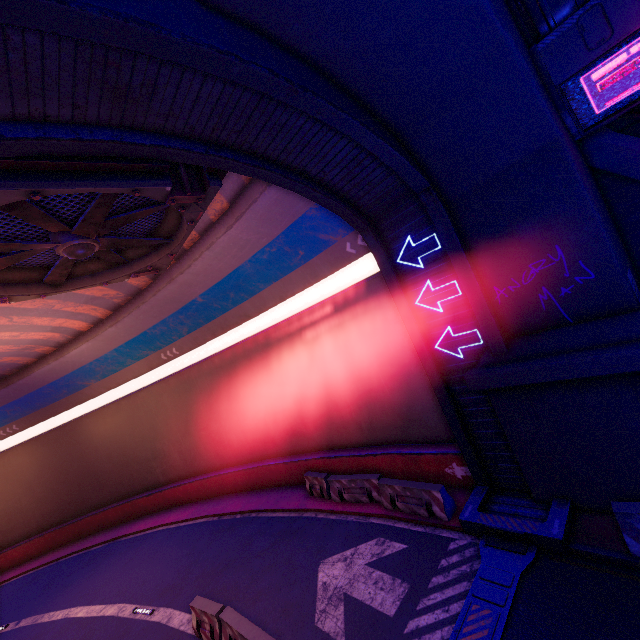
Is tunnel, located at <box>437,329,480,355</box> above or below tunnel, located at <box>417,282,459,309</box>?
below

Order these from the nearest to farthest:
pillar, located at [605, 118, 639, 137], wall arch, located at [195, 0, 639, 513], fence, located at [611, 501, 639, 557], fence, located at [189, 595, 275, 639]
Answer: wall arch, located at [195, 0, 639, 513] < fence, located at [611, 501, 639, 557] < fence, located at [189, 595, 275, 639] < pillar, located at [605, 118, 639, 137]

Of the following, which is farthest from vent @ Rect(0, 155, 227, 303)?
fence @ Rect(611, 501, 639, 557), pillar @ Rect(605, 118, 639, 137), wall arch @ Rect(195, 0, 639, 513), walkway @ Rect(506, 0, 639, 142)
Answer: fence @ Rect(611, 501, 639, 557)

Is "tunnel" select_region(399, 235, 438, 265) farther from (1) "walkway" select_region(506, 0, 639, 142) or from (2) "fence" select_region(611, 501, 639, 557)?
(1) "walkway" select_region(506, 0, 639, 142)

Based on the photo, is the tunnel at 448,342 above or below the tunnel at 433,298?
below

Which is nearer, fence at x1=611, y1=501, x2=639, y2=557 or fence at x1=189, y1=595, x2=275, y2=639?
fence at x1=611, y1=501, x2=639, y2=557

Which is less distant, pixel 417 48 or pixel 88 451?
pixel 417 48

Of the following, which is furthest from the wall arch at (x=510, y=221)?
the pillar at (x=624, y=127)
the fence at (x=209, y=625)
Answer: the fence at (x=209, y=625)
